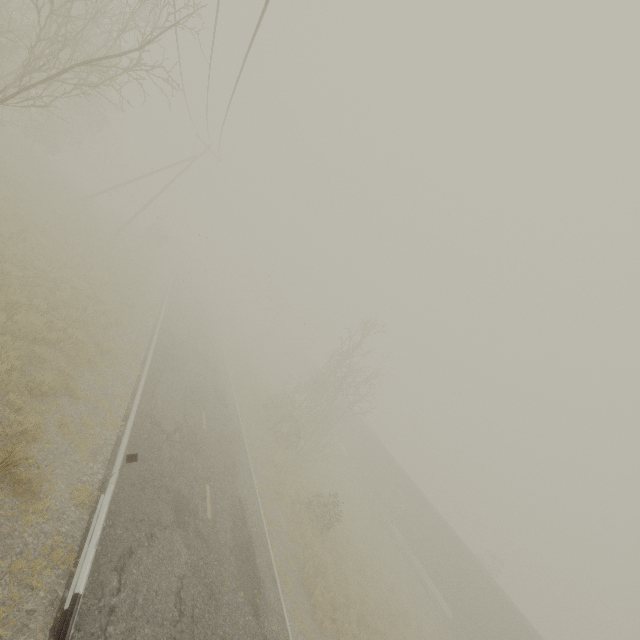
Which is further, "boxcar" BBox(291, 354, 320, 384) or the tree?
"boxcar" BBox(291, 354, 320, 384)

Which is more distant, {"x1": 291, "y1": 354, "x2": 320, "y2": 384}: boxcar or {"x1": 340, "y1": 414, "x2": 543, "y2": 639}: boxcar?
{"x1": 291, "y1": 354, "x2": 320, "y2": 384}: boxcar

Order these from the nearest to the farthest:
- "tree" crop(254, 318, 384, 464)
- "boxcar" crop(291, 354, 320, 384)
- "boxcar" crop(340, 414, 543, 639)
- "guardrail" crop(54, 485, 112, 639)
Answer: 1. "guardrail" crop(54, 485, 112, 639)
2. "boxcar" crop(340, 414, 543, 639)
3. "tree" crop(254, 318, 384, 464)
4. "boxcar" crop(291, 354, 320, 384)

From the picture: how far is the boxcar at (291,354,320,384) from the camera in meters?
54.9 m

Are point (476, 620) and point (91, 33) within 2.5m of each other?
no

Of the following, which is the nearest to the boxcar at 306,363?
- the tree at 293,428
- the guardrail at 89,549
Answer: the tree at 293,428

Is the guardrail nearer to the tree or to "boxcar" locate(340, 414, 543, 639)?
the tree
